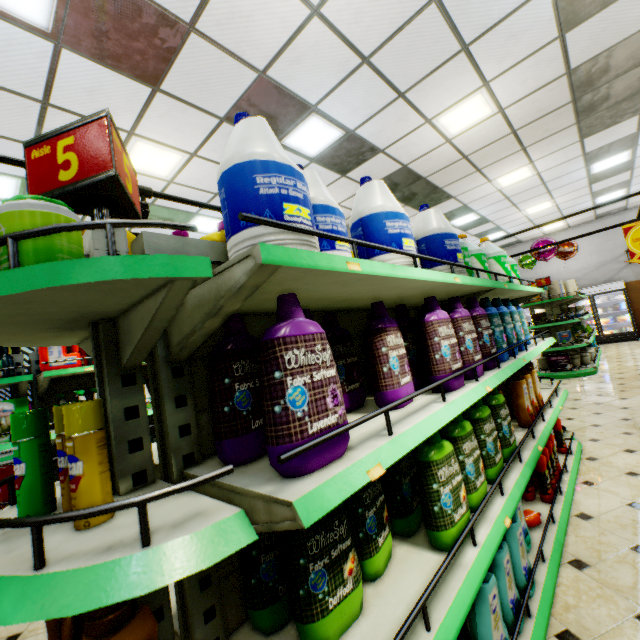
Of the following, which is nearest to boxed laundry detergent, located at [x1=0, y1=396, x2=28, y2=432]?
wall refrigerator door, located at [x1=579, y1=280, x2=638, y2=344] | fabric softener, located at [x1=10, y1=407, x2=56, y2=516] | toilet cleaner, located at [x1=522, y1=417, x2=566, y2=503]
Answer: fabric softener, located at [x1=10, y1=407, x2=56, y2=516]

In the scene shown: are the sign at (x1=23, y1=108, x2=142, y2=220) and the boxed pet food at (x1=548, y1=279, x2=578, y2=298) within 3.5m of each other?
no

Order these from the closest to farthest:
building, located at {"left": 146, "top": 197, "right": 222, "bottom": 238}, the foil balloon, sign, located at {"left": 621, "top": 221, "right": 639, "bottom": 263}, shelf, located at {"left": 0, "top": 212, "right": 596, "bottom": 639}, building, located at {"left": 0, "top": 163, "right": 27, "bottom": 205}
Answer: shelf, located at {"left": 0, "top": 212, "right": 596, "bottom": 639} < building, located at {"left": 0, "top": 163, "right": 27, "bottom": 205} < sign, located at {"left": 621, "top": 221, "right": 639, "bottom": 263} < building, located at {"left": 146, "top": 197, "right": 222, "bottom": 238} < the foil balloon

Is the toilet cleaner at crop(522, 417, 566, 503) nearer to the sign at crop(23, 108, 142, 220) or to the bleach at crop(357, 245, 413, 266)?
the bleach at crop(357, 245, 413, 266)

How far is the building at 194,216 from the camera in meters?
6.3 m

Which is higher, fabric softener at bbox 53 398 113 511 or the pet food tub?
fabric softener at bbox 53 398 113 511

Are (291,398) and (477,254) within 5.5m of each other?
yes

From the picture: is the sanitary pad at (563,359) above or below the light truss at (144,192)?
below
